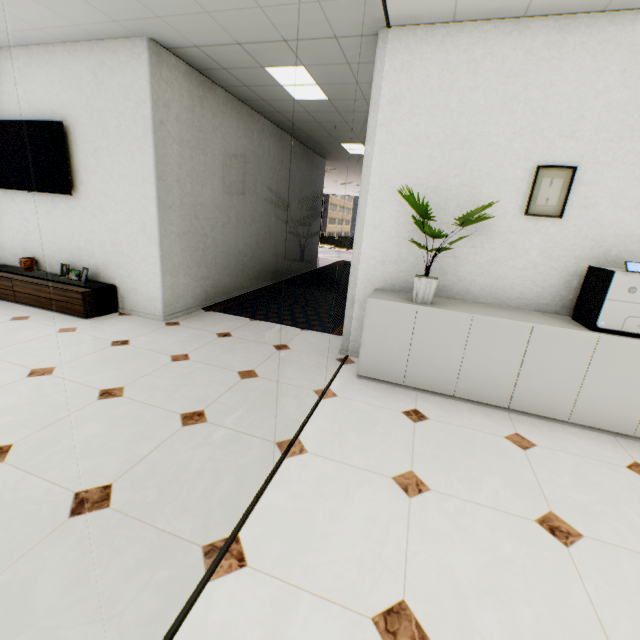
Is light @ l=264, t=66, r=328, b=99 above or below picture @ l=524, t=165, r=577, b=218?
above

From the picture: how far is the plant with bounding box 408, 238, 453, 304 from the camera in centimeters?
265cm

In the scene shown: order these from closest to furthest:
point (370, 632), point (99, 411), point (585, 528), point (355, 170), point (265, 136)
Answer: point (370, 632)
point (585, 528)
point (99, 411)
point (265, 136)
point (355, 170)

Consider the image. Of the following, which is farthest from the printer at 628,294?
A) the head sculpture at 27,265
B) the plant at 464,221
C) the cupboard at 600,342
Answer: the head sculpture at 27,265

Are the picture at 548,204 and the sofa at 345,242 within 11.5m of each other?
no

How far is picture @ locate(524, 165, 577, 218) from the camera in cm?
258

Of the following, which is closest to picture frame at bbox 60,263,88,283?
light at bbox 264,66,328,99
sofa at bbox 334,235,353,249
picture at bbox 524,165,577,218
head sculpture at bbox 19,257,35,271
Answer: head sculpture at bbox 19,257,35,271

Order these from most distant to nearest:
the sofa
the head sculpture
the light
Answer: the sofa < the head sculpture < the light
